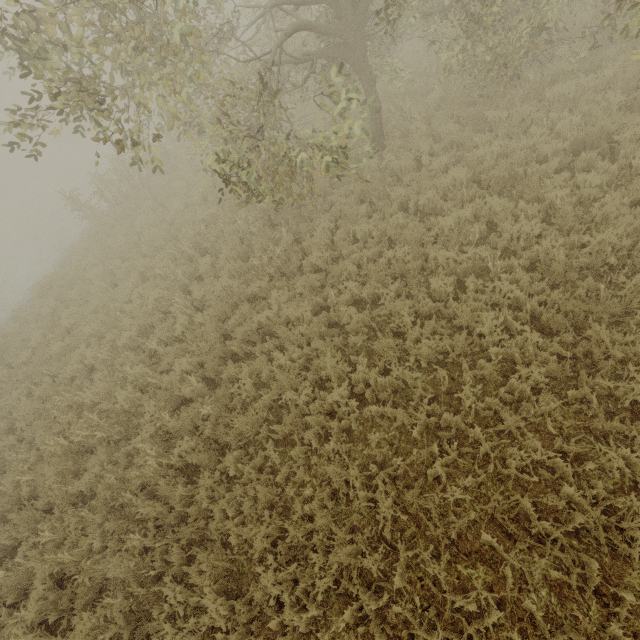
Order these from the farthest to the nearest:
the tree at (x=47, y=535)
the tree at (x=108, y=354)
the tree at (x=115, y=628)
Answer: the tree at (x=108, y=354) → the tree at (x=47, y=535) → the tree at (x=115, y=628)

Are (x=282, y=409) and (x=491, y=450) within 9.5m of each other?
yes

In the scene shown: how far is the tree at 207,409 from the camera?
6.2m

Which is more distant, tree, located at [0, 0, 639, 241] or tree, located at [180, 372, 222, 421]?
tree, located at [180, 372, 222, 421]

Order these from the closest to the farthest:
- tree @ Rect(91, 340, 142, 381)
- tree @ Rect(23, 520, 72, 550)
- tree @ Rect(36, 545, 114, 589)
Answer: tree @ Rect(36, 545, 114, 589) → tree @ Rect(23, 520, 72, 550) → tree @ Rect(91, 340, 142, 381)

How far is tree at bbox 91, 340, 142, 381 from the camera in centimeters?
772cm

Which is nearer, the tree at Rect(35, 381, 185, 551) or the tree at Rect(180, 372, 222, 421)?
the tree at Rect(35, 381, 185, 551)
